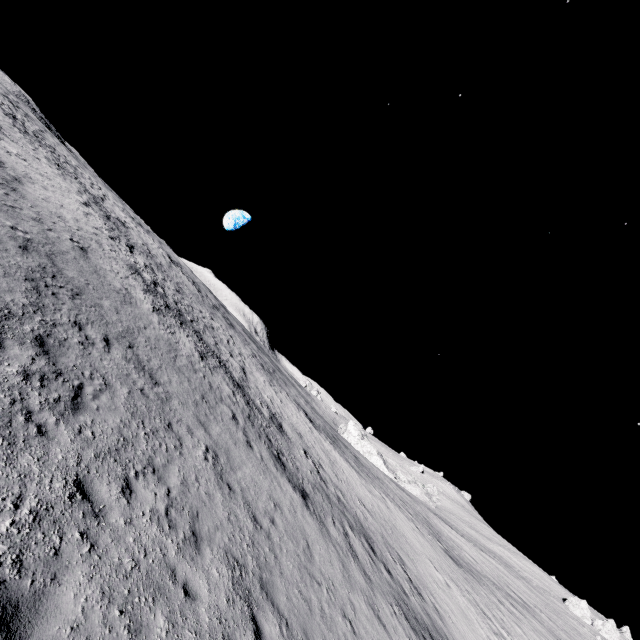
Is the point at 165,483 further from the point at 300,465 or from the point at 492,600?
the point at 492,600
